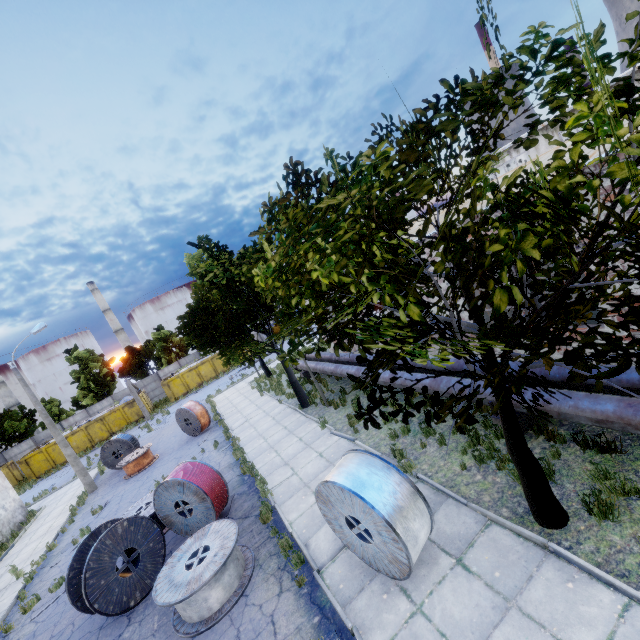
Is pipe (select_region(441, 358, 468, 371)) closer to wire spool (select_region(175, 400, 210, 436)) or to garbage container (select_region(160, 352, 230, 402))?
wire spool (select_region(175, 400, 210, 436))

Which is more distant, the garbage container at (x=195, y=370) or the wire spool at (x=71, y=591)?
the garbage container at (x=195, y=370)

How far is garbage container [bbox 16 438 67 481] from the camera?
31.1 meters

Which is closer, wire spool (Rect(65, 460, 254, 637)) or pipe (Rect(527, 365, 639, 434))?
pipe (Rect(527, 365, 639, 434))

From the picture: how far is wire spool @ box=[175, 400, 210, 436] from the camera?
19.4m

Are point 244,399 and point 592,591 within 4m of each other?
no

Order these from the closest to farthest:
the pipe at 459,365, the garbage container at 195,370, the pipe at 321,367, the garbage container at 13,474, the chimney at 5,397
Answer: the pipe at 459,365
the pipe at 321,367
the garbage container at 13,474
the garbage container at 195,370
the chimney at 5,397

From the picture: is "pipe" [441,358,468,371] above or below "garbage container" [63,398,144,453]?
above
